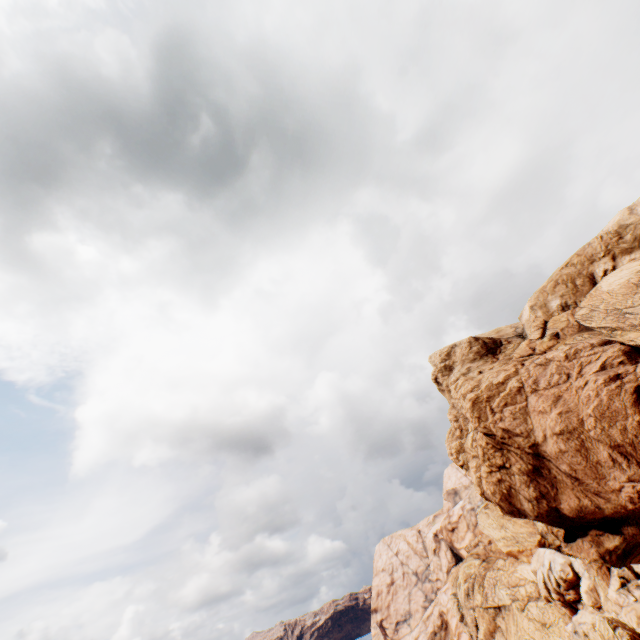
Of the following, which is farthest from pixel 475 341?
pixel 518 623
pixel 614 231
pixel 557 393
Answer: pixel 518 623
